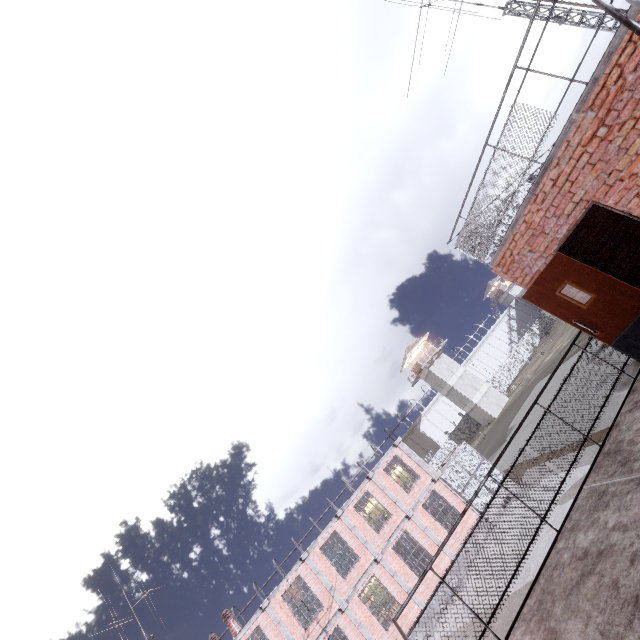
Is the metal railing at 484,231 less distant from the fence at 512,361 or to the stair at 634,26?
the stair at 634,26

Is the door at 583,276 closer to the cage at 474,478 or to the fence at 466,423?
the fence at 466,423

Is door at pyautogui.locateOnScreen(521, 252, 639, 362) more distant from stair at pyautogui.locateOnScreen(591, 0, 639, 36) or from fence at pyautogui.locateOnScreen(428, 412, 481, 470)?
fence at pyautogui.locateOnScreen(428, 412, 481, 470)

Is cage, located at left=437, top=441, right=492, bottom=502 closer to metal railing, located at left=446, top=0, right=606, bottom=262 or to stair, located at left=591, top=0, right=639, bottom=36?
metal railing, located at left=446, top=0, right=606, bottom=262

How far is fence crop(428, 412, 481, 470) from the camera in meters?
48.3

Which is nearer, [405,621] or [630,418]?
[630,418]

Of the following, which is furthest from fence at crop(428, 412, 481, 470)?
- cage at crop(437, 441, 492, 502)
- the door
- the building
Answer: the door
